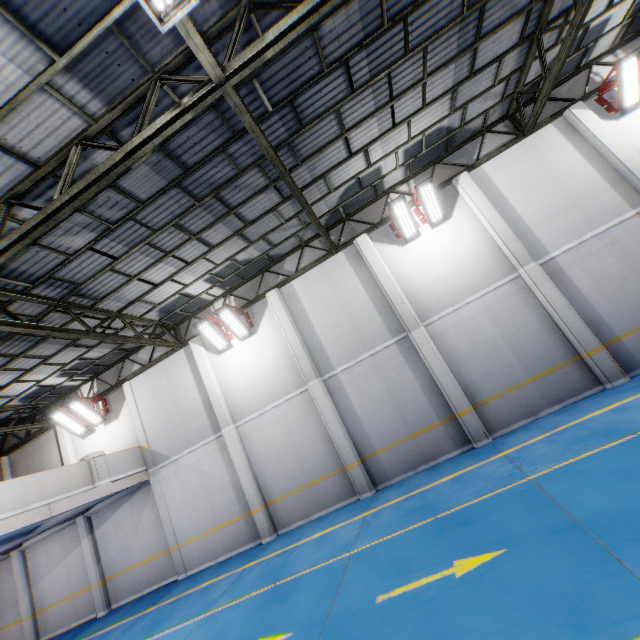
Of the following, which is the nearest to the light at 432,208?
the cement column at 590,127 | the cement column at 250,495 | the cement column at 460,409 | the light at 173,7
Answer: the cement column at 460,409

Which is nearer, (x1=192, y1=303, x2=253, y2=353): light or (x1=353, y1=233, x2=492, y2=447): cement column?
(x1=353, y1=233, x2=492, y2=447): cement column

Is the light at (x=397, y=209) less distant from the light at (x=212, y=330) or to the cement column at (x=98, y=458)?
the light at (x=212, y=330)

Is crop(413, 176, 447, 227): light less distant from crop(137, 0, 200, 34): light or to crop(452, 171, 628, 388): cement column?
crop(452, 171, 628, 388): cement column

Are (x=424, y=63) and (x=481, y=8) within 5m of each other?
yes

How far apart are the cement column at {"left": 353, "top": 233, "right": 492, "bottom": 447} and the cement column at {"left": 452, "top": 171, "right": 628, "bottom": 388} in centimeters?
333cm

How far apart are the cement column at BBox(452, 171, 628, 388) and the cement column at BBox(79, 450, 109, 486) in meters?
15.7 m

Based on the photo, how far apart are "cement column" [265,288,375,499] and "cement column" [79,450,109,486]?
7.8 meters
